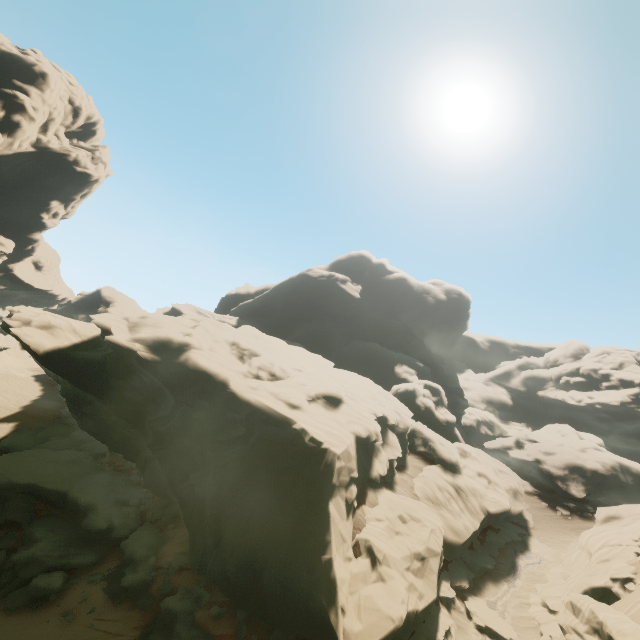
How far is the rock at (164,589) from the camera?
16.83m

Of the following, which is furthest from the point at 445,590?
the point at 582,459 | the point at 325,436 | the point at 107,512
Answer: the point at 582,459

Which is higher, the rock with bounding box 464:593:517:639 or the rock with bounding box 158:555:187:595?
the rock with bounding box 464:593:517:639

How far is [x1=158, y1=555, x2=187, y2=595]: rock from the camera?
16.83m

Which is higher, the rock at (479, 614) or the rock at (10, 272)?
the rock at (10, 272)

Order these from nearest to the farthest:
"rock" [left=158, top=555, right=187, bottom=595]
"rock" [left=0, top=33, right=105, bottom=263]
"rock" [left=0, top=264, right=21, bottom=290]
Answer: "rock" [left=158, top=555, right=187, bottom=595]
"rock" [left=0, top=33, right=105, bottom=263]
"rock" [left=0, top=264, right=21, bottom=290]
